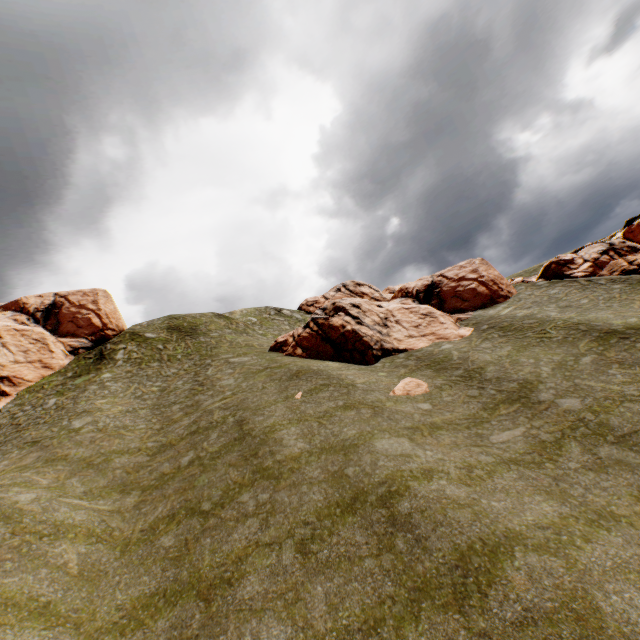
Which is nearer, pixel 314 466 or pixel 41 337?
pixel 314 466

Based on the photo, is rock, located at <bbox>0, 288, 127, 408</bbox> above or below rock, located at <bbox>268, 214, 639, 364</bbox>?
above

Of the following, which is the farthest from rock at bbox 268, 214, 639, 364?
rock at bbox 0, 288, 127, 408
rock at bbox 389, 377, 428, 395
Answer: rock at bbox 0, 288, 127, 408

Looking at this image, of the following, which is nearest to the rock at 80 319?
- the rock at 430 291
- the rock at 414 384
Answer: the rock at 430 291

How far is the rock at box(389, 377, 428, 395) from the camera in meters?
19.6 m

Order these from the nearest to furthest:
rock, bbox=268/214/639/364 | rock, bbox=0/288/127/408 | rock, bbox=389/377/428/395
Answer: rock, bbox=389/377/428/395
rock, bbox=268/214/639/364
rock, bbox=0/288/127/408

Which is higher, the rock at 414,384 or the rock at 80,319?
Result: the rock at 80,319
